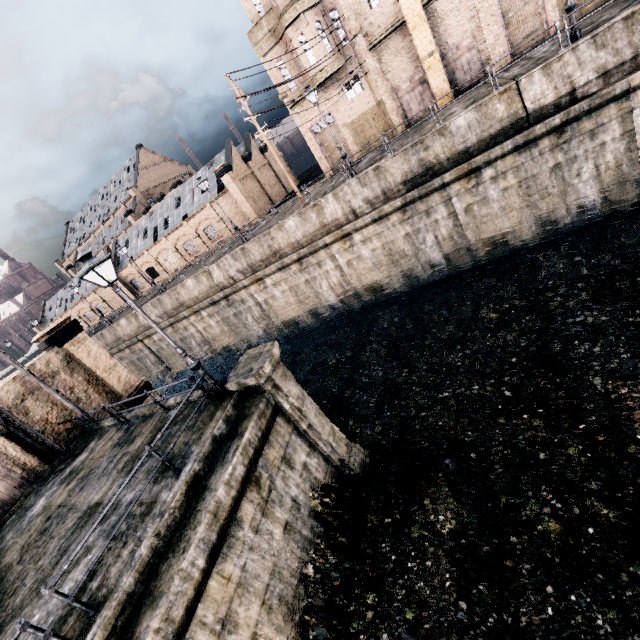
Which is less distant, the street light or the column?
the street light

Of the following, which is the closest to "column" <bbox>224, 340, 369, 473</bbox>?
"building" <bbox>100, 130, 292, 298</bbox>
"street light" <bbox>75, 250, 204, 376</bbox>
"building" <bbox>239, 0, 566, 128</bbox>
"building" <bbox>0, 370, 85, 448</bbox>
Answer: "street light" <bbox>75, 250, 204, 376</bbox>

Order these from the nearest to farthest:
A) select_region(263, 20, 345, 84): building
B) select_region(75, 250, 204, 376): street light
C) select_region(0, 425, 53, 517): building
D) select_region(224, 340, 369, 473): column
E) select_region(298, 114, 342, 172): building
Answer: select_region(75, 250, 204, 376): street light, select_region(224, 340, 369, 473): column, select_region(0, 425, 53, 517): building, select_region(263, 20, 345, 84): building, select_region(298, 114, 342, 172): building

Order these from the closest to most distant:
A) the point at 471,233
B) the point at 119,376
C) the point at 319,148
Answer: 1. the point at 119,376
2. the point at 471,233
3. the point at 319,148

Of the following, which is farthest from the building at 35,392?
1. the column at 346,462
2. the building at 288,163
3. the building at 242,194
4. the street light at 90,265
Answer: the building at 288,163

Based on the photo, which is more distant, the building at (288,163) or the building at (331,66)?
the building at (288,163)

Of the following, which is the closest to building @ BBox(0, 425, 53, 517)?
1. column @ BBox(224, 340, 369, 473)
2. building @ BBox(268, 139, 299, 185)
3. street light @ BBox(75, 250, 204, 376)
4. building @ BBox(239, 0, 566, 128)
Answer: street light @ BBox(75, 250, 204, 376)

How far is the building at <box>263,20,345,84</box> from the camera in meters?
24.3
